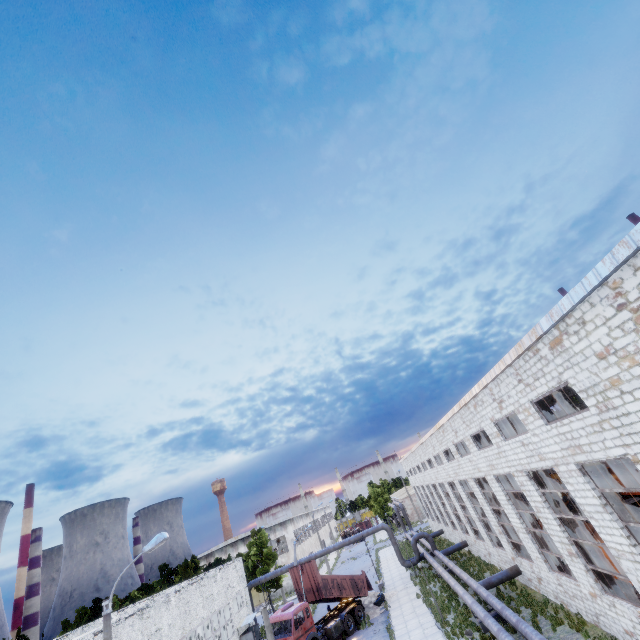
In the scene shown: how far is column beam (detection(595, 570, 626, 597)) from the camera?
14.0m

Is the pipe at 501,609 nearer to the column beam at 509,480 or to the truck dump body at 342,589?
the column beam at 509,480

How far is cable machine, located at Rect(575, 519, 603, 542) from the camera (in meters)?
17.68

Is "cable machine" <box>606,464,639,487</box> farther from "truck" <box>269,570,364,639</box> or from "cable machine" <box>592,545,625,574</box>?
"truck" <box>269,570,364,639</box>

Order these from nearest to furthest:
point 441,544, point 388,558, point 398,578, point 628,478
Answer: point 628,478 < point 398,578 < point 441,544 < point 388,558

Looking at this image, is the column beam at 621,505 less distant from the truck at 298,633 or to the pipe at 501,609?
the pipe at 501,609

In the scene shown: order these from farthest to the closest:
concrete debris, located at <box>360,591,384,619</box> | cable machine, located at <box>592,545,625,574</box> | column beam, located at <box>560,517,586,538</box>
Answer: concrete debris, located at <box>360,591,384,619</box>
cable machine, located at <box>592,545,625,574</box>
column beam, located at <box>560,517,586,538</box>

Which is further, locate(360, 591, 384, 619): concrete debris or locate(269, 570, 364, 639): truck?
locate(360, 591, 384, 619): concrete debris
